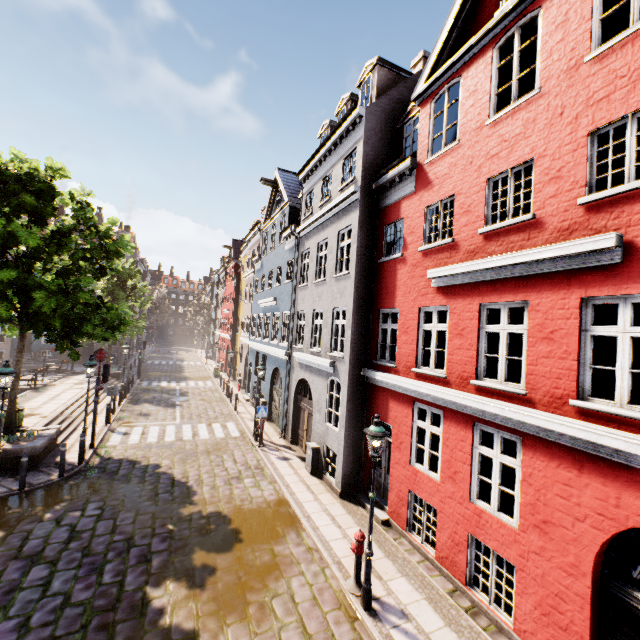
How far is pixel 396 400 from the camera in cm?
967

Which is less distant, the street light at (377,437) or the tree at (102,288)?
the street light at (377,437)

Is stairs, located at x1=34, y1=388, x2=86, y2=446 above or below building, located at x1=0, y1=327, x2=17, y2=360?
below

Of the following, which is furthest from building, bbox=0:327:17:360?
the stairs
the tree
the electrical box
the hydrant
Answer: the stairs

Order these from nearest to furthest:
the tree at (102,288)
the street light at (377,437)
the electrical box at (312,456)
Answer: the street light at (377,437) → the tree at (102,288) → the electrical box at (312,456)

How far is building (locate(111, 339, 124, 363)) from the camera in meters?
37.8 m

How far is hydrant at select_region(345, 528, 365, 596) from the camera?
6.9 meters

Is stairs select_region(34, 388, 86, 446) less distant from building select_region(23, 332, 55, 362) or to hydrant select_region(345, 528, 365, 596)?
building select_region(23, 332, 55, 362)
